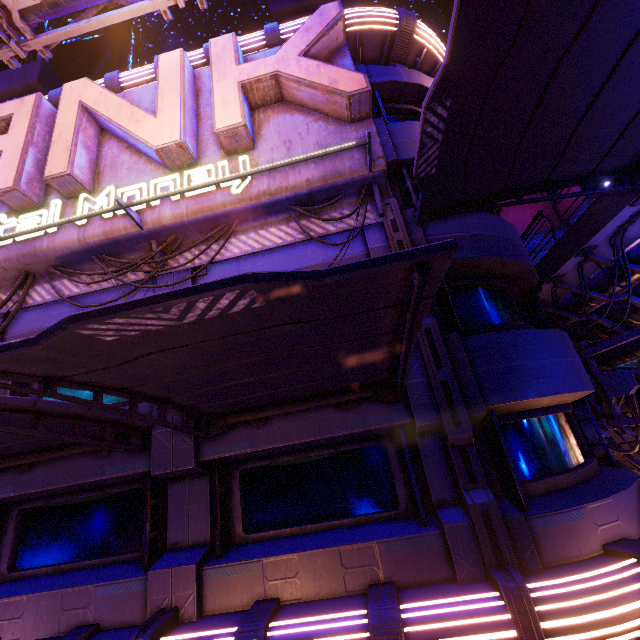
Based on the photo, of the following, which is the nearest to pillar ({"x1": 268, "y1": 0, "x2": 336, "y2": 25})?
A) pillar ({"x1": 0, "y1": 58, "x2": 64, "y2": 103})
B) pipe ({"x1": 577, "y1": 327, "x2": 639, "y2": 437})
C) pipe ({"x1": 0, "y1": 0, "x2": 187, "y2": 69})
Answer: pipe ({"x1": 0, "y1": 0, "x2": 187, "y2": 69})

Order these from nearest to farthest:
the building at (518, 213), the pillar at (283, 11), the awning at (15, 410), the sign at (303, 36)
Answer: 1. the awning at (15, 410)
2. the sign at (303, 36)
3. the pillar at (283, 11)
4. the building at (518, 213)

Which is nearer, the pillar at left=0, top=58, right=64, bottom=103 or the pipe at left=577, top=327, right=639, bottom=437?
the pipe at left=577, top=327, right=639, bottom=437

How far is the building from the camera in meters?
41.2 m

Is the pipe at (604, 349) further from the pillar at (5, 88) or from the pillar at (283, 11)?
the pillar at (5, 88)

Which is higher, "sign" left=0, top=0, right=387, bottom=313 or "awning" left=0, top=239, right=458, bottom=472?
"sign" left=0, top=0, right=387, bottom=313

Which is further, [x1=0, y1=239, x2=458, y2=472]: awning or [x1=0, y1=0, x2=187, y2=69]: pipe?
[x1=0, y1=0, x2=187, y2=69]: pipe

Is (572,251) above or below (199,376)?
above
